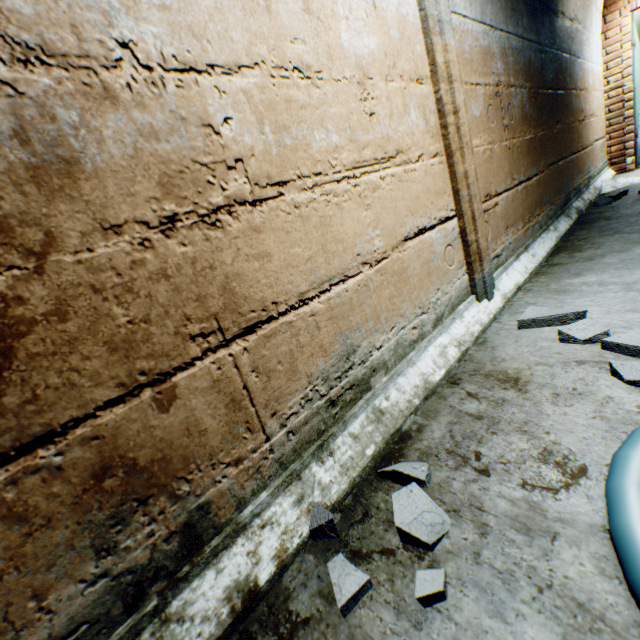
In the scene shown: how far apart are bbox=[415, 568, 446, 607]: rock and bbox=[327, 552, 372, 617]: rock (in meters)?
0.16

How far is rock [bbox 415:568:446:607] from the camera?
0.68m

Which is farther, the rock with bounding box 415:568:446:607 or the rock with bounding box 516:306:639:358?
the rock with bounding box 516:306:639:358

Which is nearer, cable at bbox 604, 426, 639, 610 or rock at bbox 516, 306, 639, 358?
cable at bbox 604, 426, 639, 610

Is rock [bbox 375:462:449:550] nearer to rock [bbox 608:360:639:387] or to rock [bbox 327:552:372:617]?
rock [bbox 327:552:372:617]

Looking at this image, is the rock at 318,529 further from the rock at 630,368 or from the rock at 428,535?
the rock at 630,368

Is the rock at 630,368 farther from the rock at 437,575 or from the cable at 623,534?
the rock at 437,575

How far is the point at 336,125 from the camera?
1.1 meters
